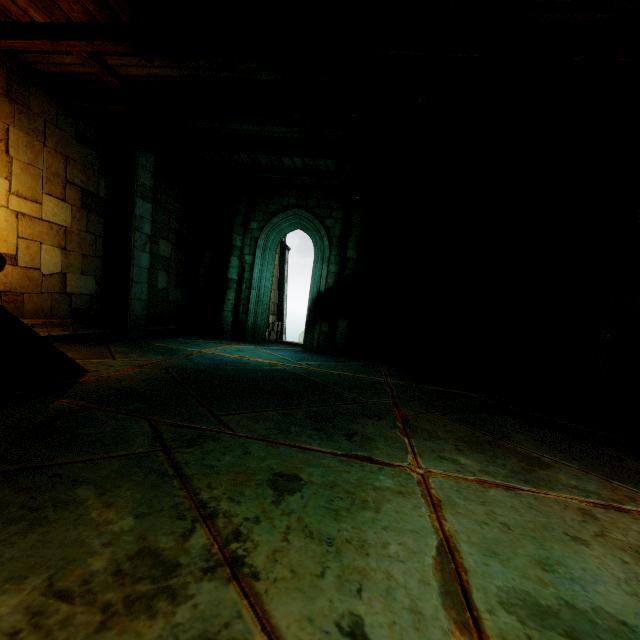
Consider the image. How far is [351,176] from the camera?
8.52m

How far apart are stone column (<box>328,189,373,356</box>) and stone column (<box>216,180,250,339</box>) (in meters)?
3.07

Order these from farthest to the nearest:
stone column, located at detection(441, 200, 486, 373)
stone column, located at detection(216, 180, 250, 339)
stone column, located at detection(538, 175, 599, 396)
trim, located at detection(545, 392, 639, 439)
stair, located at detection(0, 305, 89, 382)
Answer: stone column, located at detection(216, 180, 250, 339) < stone column, located at detection(441, 200, 486, 373) < stone column, located at detection(538, 175, 599, 396) < trim, located at detection(545, 392, 639, 439) < stair, located at detection(0, 305, 89, 382)

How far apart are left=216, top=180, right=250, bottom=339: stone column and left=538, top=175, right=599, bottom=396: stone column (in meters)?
8.52

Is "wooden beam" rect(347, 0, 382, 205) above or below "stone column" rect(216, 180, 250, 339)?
above

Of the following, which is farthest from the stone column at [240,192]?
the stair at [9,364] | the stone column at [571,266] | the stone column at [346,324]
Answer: the stone column at [571,266]

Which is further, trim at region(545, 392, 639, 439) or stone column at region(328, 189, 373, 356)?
stone column at region(328, 189, 373, 356)

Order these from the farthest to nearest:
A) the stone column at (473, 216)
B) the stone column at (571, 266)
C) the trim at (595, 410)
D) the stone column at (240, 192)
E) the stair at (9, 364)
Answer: the stone column at (240, 192), the stone column at (473, 216), the stone column at (571, 266), the trim at (595, 410), the stair at (9, 364)
